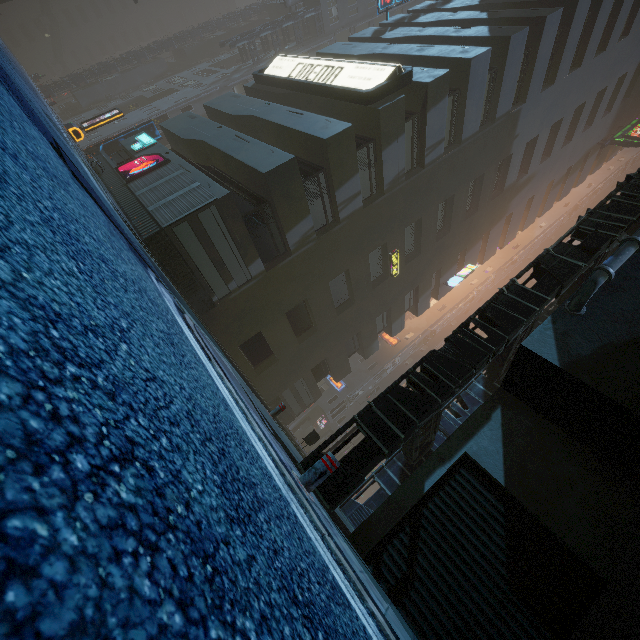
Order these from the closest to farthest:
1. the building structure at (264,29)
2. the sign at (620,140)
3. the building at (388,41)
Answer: the building at (388,41)
the sign at (620,140)
the building structure at (264,29)

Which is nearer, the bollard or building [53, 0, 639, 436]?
the bollard

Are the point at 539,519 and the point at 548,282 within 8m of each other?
yes

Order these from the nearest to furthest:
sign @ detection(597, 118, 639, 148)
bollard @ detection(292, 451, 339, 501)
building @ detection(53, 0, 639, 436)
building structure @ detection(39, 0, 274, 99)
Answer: bollard @ detection(292, 451, 339, 501)
building @ detection(53, 0, 639, 436)
sign @ detection(597, 118, 639, 148)
building structure @ detection(39, 0, 274, 99)

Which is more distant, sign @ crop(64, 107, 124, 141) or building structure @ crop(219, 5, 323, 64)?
building structure @ crop(219, 5, 323, 64)

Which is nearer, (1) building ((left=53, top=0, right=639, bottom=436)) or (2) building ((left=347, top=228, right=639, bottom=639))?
(2) building ((left=347, top=228, right=639, bottom=639))

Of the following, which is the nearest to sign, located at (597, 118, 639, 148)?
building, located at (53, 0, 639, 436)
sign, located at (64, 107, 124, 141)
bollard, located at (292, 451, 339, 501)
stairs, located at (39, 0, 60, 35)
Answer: building, located at (53, 0, 639, 436)

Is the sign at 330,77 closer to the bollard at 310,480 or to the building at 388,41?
the building at 388,41
